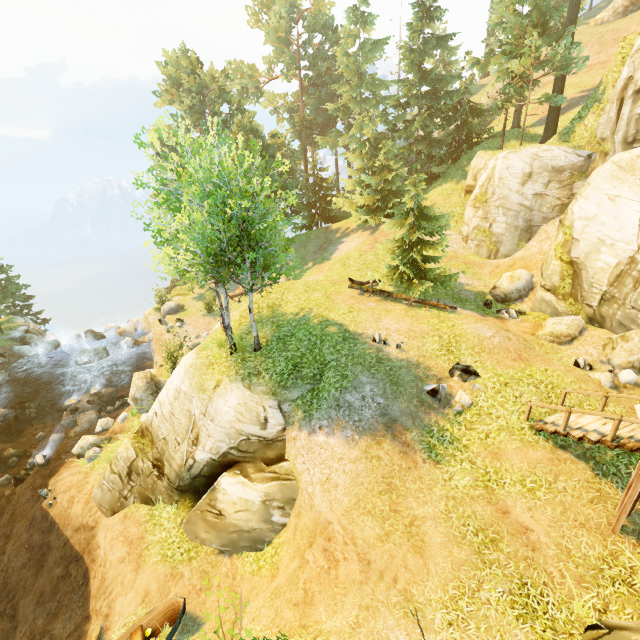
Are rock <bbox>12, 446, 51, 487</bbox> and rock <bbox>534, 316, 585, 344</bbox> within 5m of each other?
no

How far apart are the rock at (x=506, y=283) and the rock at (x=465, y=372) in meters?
7.9 m

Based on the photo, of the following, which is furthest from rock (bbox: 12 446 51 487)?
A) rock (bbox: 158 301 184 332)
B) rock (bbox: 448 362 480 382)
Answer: rock (bbox: 448 362 480 382)

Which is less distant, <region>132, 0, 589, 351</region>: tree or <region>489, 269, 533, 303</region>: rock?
<region>132, 0, 589, 351</region>: tree

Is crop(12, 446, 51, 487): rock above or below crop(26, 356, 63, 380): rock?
above

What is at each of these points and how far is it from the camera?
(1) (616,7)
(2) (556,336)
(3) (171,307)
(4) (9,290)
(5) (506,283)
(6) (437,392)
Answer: (1) rock, 32.16m
(2) rock, 13.98m
(3) rock, 30.97m
(4) tree, 29.88m
(5) rock, 18.38m
(6) rock, 11.35m

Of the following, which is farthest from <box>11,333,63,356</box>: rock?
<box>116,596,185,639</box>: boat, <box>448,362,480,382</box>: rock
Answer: <box>448,362,480,382</box>: rock

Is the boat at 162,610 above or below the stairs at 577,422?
below
